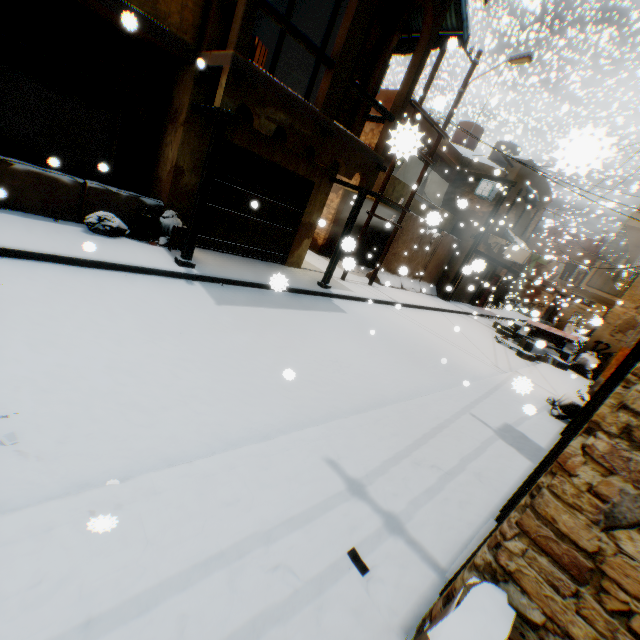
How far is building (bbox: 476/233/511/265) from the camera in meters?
17.9 m

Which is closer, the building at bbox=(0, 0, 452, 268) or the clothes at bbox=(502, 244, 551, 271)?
the building at bbox=(0, 0, 452, 268)

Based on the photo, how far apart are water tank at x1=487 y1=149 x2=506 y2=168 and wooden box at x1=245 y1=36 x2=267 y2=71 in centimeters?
1883cm

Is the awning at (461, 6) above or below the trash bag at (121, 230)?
above

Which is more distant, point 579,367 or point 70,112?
point 579,367

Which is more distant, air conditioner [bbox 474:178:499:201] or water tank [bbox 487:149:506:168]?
water tank [bbox 487:149:506:168]

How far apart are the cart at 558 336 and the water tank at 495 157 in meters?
10.2

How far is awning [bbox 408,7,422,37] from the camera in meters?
9.1
